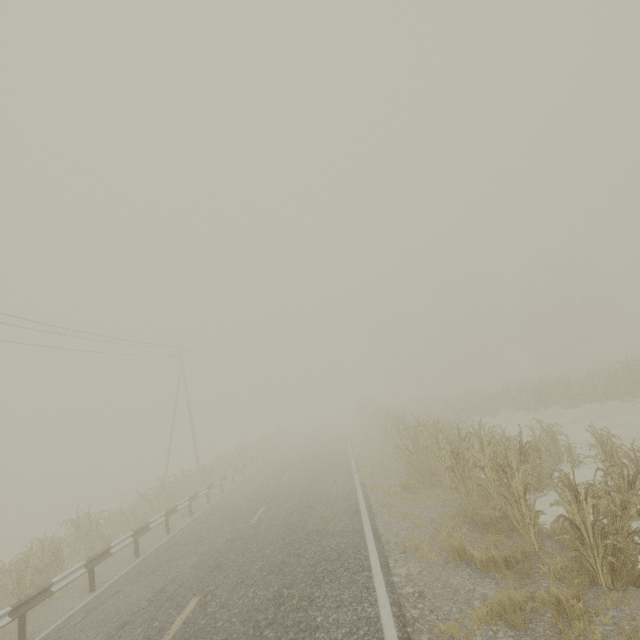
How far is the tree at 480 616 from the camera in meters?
4.2

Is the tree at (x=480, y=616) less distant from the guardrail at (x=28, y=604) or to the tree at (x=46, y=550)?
the guardrail at (x=28, y=604)

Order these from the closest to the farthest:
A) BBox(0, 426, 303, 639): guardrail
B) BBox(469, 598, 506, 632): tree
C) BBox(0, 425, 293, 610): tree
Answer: BBox(469, 598, 506, 632): tree → BBox(0, 426, 303, 639): guardrail → BBox(0, 425, 293, 610): tree

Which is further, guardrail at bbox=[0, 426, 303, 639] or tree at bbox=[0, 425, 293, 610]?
tree at bbox=[0, 425, 293, 610]

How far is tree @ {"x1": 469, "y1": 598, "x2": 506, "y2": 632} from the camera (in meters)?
4.19

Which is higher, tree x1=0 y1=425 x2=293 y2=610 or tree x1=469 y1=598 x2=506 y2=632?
tree x1=0 y1=425 x2=293 y2=610

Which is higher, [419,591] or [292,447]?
[292,447]

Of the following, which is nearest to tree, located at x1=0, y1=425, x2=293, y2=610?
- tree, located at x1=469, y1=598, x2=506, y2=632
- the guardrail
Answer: the guardrail
